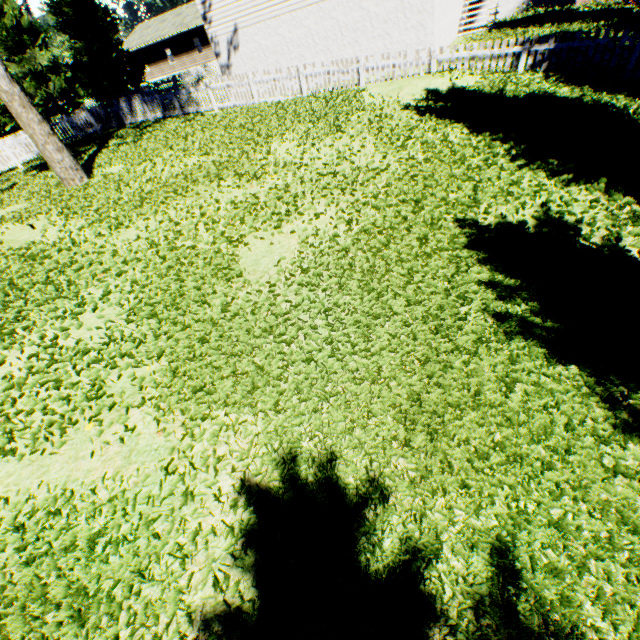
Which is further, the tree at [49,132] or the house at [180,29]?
the house at [180,29]

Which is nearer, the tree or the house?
the tree

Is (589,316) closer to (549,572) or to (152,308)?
(549,572)
